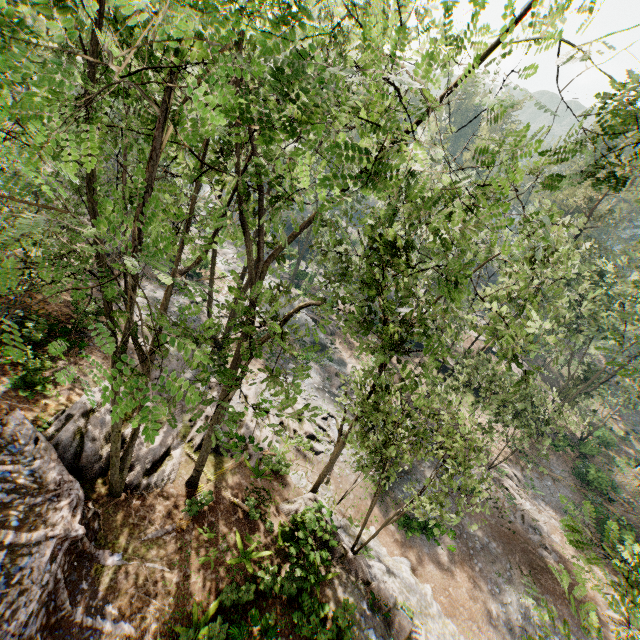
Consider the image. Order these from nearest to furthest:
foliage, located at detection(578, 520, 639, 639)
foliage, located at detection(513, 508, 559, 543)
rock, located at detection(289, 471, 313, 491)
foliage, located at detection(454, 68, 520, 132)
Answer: foliage, located at detection(454, 68, 520, 132) < foliage, located at detection(578, 520, 639, 639) < rock, located at detection(289, 471, 313, 491) < foliage, located at detection(513, 508, 559, 543)

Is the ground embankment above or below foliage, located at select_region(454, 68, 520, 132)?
below

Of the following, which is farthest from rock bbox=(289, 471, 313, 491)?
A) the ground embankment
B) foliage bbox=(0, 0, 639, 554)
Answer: the ground embankment

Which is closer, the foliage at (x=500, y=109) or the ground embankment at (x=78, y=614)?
the foliage at (x=500, y=109)

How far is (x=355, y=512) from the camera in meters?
19.2

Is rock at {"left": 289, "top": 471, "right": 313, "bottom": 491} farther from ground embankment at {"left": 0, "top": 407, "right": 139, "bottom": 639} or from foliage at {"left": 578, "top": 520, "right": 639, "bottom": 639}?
ground embankment at {"left": 0, "top": 407, "right": 139, "bottom": 639}

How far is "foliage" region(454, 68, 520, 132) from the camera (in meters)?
3.13

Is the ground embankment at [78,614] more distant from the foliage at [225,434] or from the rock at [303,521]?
the rock at [303,521]
